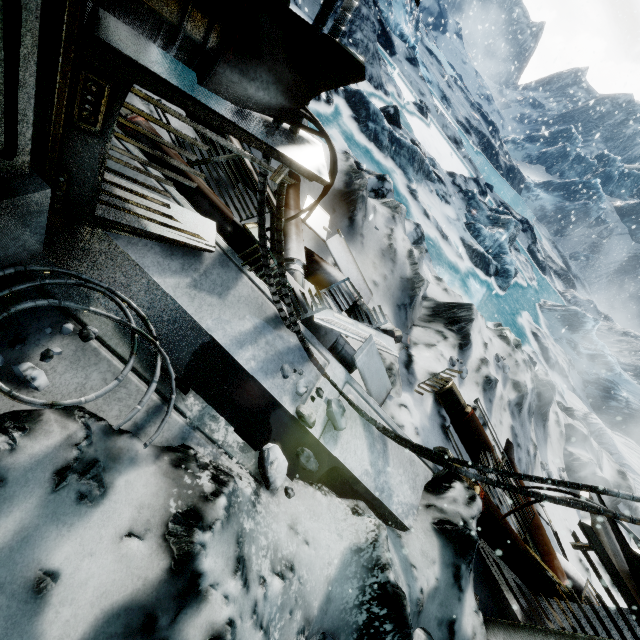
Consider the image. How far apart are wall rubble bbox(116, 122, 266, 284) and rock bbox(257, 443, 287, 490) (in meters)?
0.90

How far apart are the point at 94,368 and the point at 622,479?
10.0m

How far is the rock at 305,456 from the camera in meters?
1.8 m

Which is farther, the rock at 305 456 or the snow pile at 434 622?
the rock at 305 456

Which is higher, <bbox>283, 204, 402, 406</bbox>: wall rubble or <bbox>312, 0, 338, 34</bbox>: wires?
<bbox>312, 0, 338, 34</bbox>: wires

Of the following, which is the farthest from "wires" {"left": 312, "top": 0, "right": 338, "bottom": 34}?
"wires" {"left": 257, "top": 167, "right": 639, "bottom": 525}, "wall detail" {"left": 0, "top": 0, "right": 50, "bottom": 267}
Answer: "wall detail" {"left": 0, "top": 0, "right": 50, "bottom": 267}

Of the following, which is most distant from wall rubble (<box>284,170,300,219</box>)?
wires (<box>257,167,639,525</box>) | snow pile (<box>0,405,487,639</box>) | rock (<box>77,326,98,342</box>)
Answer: rock (<box>77,326,98,342</box>)

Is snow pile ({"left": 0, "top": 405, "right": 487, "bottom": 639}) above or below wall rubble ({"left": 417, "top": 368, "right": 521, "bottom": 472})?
above
